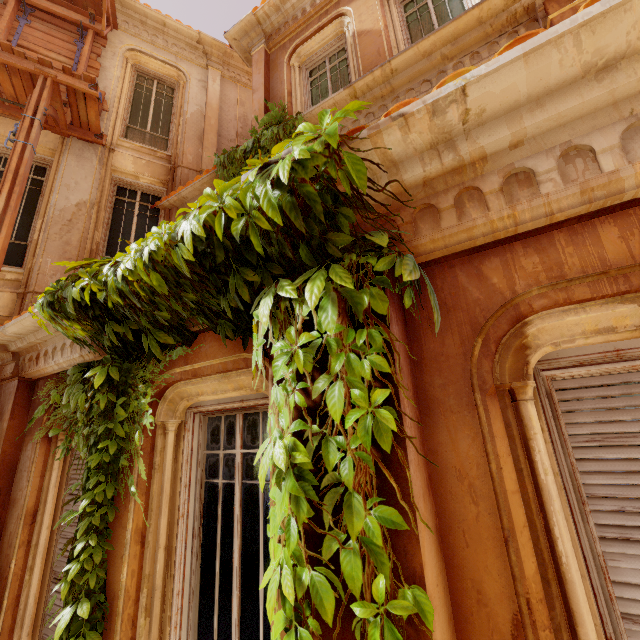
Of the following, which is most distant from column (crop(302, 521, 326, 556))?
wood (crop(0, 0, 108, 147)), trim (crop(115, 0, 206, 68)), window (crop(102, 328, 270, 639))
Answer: trim (crop(115, 0, 206, 68))

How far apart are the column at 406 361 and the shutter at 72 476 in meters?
2.7

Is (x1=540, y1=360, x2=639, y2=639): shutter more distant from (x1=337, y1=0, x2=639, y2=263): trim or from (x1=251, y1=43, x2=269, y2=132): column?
(x1=251, y1=43, x2=269, y2=132): column

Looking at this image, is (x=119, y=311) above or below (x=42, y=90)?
below

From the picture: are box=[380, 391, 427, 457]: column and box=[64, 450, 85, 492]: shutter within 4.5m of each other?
yes

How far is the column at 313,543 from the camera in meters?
1.6

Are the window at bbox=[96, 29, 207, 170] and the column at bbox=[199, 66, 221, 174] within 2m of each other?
yes

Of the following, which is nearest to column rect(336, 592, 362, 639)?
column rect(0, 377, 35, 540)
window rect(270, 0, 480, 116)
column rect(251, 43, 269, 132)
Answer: column rect(0, 377, 35, 540)
